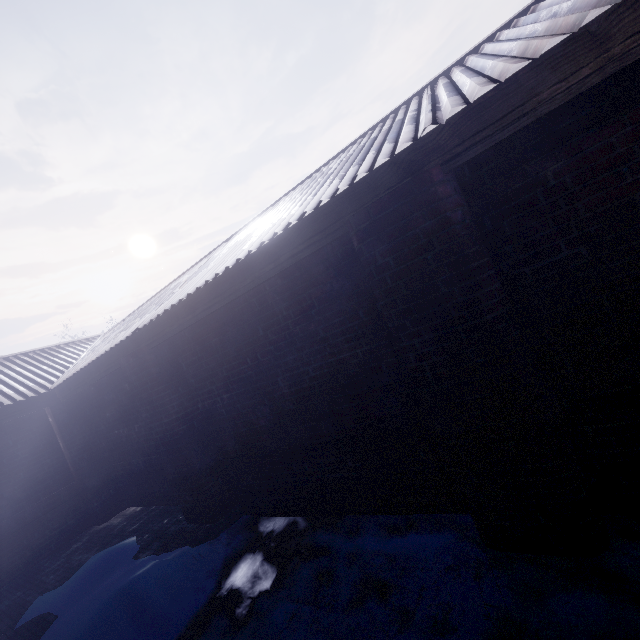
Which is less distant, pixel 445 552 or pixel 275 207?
pixel 445 552
